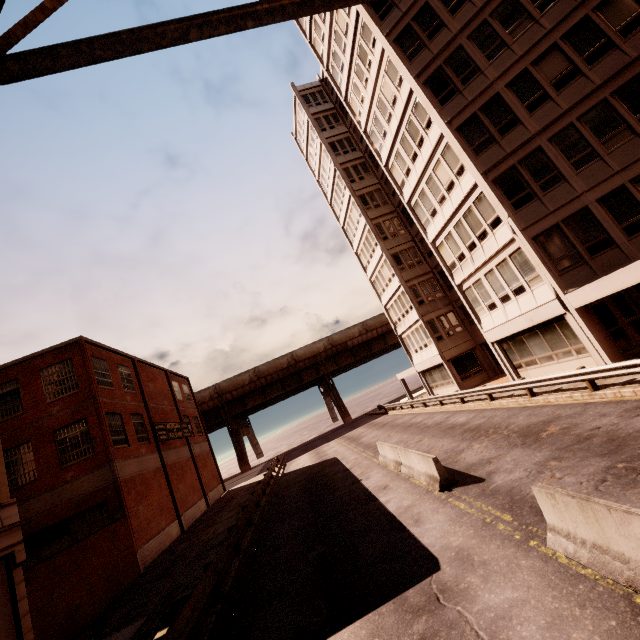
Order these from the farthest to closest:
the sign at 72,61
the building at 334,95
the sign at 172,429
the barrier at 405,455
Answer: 1. the sign at 172,429
2. the building at 334,95
3. the barrier at 405,455
4. the sign at 72,61

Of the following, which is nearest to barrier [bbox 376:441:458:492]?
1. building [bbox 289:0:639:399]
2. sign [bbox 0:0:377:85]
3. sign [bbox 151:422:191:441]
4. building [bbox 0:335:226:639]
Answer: building [bbox 289:0:639:399]

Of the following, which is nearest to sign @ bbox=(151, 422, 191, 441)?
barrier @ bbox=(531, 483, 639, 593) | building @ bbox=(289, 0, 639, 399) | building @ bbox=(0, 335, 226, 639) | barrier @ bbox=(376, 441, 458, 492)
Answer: building @ bbox=(0, 335, 226, 639)

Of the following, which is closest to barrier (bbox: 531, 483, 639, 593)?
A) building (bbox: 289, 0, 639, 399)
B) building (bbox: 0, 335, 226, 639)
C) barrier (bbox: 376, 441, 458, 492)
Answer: barrier (bbox: 376, 441, 458, 492)

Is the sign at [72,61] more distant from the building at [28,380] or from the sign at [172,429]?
the sign at [172,429]

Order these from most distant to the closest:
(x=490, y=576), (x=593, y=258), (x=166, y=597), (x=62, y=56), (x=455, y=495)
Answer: (x=593, y=258) < (x=166, y=597) < (x=455, y=495) < (x=490, y=576) < (x=62, y=56)

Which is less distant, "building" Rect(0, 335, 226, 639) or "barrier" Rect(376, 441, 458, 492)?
"barrier" Rect(376, 441, 458, 492)

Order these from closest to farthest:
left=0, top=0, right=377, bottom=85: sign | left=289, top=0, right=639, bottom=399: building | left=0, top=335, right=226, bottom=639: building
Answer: left=0, top=0, right=377, bottom=85: sign, left=289, top=0, right=639, bottom=399: building, left=0, top=335, right=226, bottom=639: building
